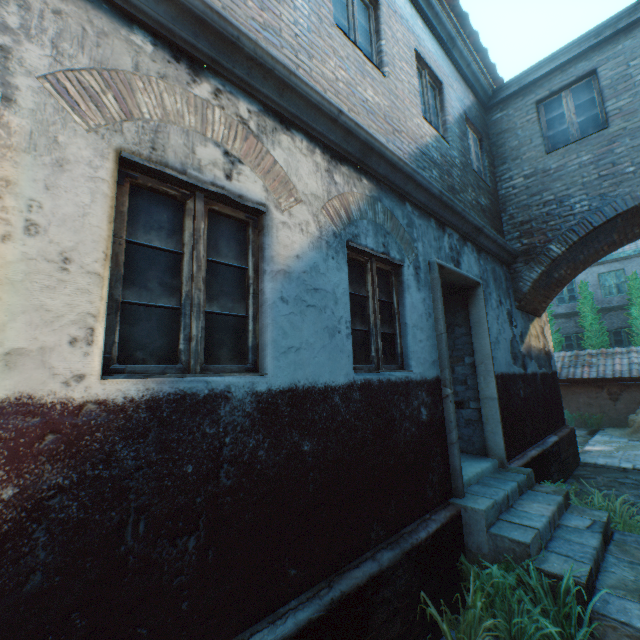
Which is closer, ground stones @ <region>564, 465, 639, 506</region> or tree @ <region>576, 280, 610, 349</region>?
ground stones @ <region>564, 465, 639, 506</region>

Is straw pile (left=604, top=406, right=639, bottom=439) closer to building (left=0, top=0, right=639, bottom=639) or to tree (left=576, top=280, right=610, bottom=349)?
building (left=0, top=0, right=639, bottom=639)

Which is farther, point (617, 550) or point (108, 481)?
point (617, 550)

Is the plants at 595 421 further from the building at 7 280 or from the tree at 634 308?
the tree at 634 308

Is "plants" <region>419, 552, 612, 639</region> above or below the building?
below

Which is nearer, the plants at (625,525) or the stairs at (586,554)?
the stairs at (586,554)

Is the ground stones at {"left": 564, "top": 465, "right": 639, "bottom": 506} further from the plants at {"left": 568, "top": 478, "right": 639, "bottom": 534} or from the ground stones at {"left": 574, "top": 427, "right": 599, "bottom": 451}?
the ground stones at {"left": 574, "top": 427, "right": 599, "bottom": 451}

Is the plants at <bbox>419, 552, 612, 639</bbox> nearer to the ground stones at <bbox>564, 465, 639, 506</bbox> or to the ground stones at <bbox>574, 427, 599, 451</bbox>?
the ground stones at <bbox>564, 465, 639, 506</bbox>
